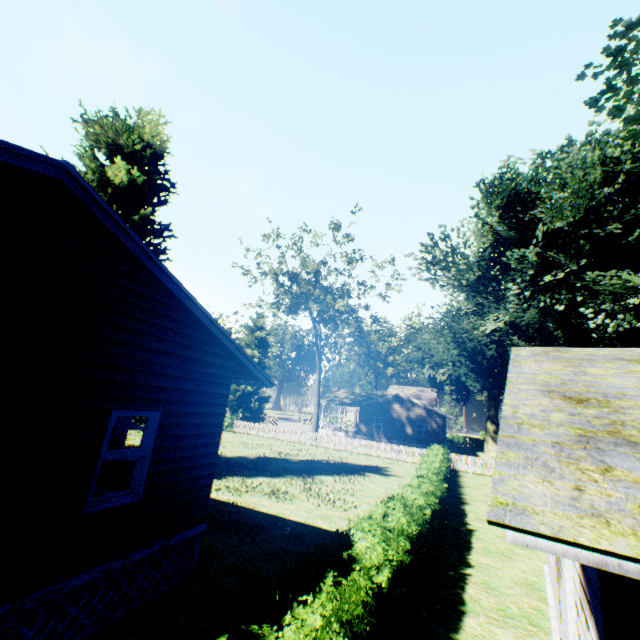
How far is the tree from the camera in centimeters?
3167cm

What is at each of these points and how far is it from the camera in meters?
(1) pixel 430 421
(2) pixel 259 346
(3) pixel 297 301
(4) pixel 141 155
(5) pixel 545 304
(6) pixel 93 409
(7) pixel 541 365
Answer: (1) house, 37.7
(2) plant, 46.1
(3) tree, 33.3
(4) plant, 18.2
(5) plant, 13.7
(6) house, 5.2
(7) house, 5.4

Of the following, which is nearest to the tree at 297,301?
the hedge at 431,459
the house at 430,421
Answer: the hedge at 431,459

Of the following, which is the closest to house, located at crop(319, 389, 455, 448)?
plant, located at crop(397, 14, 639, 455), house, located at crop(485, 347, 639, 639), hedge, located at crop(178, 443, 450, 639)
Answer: plant, located at crop(397, 14, 639, 455)

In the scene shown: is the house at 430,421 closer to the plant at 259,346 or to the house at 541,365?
the plant at 259,346

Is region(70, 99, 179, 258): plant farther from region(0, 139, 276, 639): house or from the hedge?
the hedge

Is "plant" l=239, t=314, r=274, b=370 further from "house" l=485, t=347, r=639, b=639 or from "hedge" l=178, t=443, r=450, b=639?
"house" l=485, t=347, r=639, b=639

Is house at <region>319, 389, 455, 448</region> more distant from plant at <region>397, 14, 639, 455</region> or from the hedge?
the hedge
